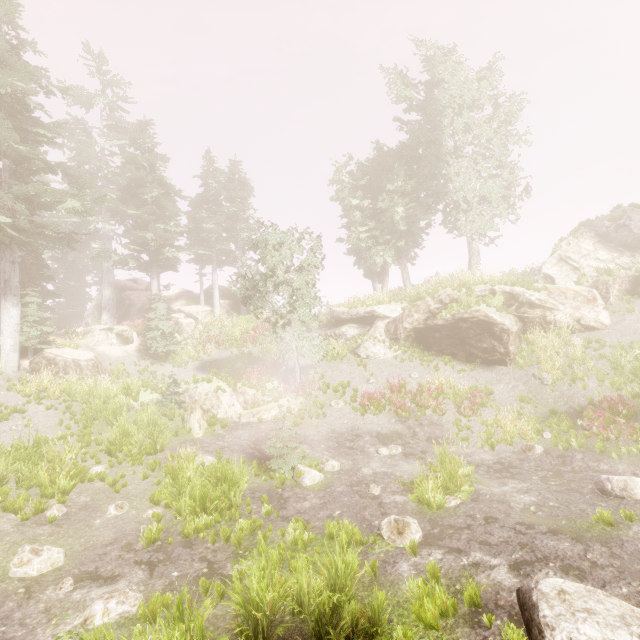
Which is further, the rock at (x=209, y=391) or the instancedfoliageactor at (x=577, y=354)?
the rock at (x=209, y=391)

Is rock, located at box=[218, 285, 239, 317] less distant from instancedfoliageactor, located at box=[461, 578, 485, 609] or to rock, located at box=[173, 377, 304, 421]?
instancedfoliageactor, located at box=[461, 578, 485, 609]

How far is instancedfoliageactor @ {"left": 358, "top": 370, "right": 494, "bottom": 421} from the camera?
14.9m

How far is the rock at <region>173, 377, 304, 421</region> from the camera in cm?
1529

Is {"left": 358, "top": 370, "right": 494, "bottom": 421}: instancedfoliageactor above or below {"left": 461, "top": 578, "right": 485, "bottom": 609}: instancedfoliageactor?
above

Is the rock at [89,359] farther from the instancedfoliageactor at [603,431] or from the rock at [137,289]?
the rock at [137,289]

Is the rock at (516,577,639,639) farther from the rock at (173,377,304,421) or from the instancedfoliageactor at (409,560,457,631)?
the rock at (173,377,304,421)

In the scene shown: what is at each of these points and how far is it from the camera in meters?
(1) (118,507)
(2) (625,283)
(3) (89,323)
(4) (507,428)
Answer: (1) instancedfoliageactor, 8.5 m
(2) rock, 18.1 m
(3) rock, 33.7 m
(4) instancedfoliageactor, 12.3 m
